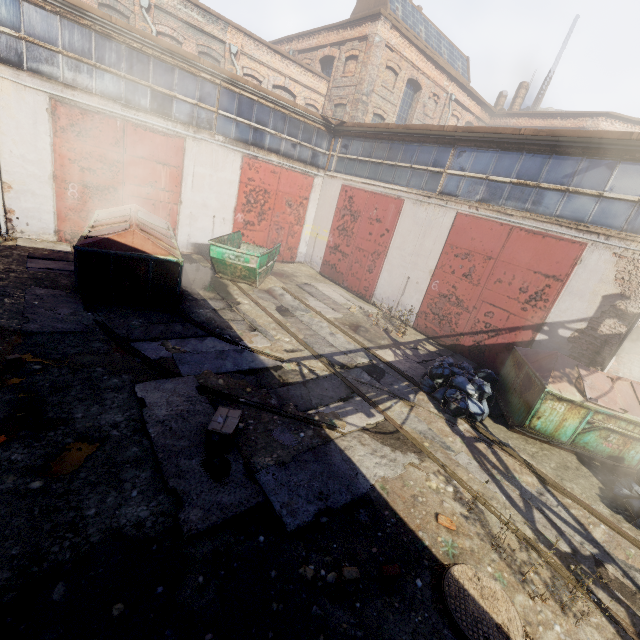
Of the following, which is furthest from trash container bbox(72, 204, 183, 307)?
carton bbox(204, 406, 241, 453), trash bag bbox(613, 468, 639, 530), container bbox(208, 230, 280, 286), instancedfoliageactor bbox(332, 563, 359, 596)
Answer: trash bag bbox(613, 468, 639, 530)

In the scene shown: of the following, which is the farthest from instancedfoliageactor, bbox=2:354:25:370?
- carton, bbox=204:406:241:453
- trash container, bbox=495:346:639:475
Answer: trash container, bbox=495:346:639:475

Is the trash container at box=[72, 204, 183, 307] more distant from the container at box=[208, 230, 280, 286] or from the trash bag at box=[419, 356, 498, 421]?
the trash bag at box=[419, 356, 498, 421]

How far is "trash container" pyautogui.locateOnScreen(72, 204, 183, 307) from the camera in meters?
7.4 m

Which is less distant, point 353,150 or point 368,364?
point 368,364

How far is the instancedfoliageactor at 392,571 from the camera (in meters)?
3.66

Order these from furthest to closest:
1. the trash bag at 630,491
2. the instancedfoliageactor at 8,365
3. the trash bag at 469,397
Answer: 1. the trash bag at 469,397
2. the trash bag at 630,491
3. the instancedfoliageactor at 8,365

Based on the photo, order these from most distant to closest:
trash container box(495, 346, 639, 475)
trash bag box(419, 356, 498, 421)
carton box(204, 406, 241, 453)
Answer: trash bag box(419, 356, 498, 421) < trash container box(495, 346, 639, 475) < carton box(204, 406, 241, 453)
